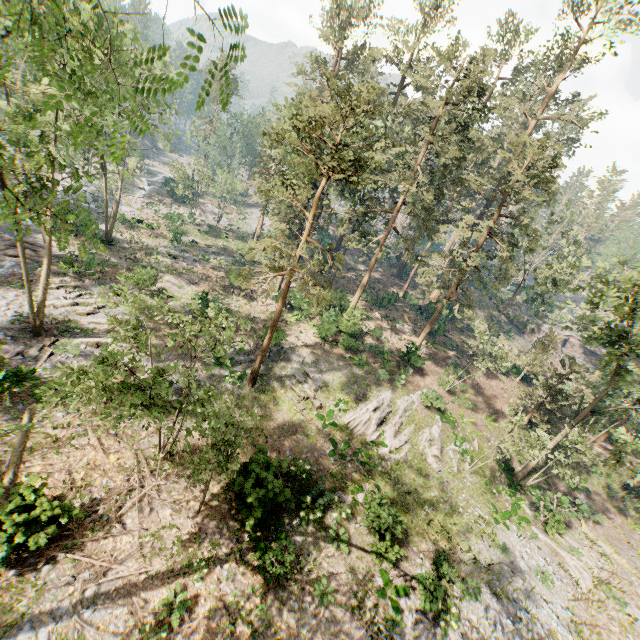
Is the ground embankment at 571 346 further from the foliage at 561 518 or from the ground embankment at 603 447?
the ground embankment at 603 447

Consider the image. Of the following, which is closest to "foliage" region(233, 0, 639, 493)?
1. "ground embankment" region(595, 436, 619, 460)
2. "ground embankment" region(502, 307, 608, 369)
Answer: "ground embankment" region(595, 436, 619, 460)

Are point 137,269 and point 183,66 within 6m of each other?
no

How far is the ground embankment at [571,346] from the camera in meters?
53.8 m

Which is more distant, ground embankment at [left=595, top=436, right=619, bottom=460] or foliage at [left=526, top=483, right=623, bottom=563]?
ground embankment at [left=595, top=436, right=619, bottom=460]

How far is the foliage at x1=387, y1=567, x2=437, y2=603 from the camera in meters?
14.0 m
